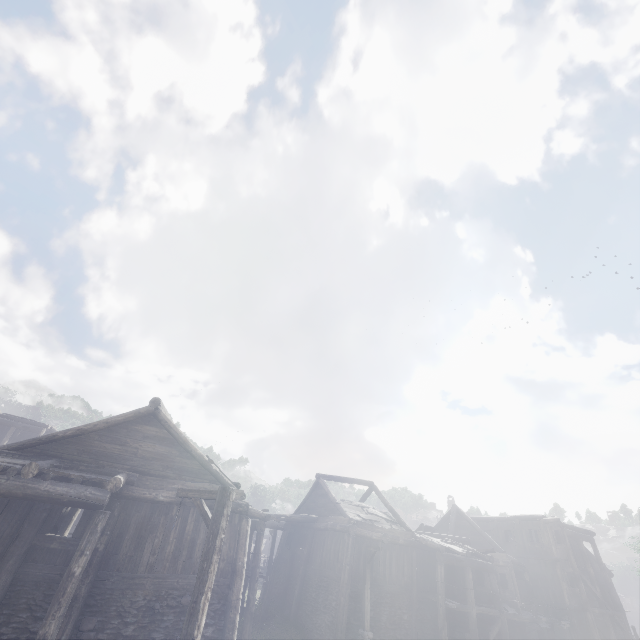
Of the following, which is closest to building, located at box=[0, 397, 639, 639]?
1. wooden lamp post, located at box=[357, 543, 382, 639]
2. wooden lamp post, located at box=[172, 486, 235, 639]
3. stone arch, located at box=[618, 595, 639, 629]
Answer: stone arch, located at box=[618, 595, 639, 629]

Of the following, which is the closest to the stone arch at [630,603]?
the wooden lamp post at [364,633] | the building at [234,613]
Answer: the building at [234,613]

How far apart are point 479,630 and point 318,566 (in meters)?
11.09

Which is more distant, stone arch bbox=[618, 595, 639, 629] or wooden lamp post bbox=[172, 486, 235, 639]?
stone arch bbox=[618, 595, 639, 629]

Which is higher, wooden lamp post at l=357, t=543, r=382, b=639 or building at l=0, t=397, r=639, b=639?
building at l=0, t=397, r=639, b=639

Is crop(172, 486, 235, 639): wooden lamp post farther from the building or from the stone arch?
the stone arch

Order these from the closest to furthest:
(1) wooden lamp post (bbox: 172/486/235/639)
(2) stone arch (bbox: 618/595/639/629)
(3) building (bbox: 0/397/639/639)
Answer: (1) wooden lamp post (bbox: 172/486/235/639)
(3) building (bbox: 0/397/639/639)
(2) stone arch (bbox: 618/595/639/629)

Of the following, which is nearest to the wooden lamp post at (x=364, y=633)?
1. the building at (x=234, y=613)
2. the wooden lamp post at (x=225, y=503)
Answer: the building at (x=234, y=613)
